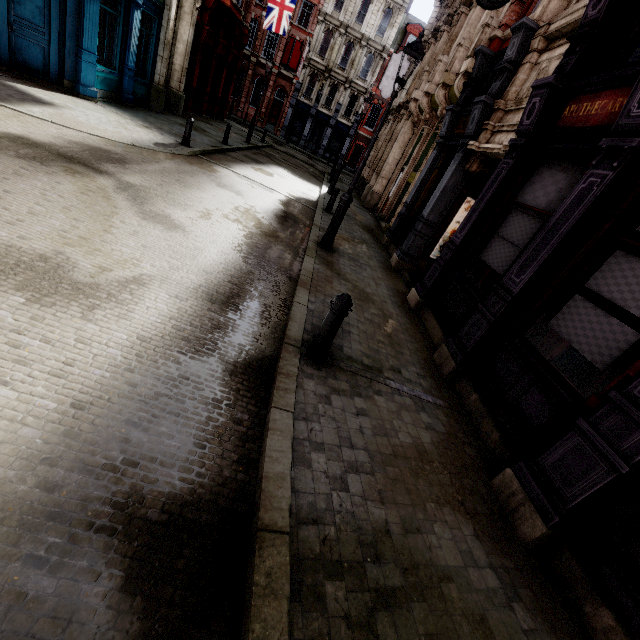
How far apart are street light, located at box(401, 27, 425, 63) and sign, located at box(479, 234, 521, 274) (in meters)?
3.28

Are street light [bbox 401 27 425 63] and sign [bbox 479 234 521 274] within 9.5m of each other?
yes

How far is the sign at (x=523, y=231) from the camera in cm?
529

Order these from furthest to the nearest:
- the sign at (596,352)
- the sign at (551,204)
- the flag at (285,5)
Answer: the flag at (285,5), the sign at (551,204), the sign at (596,352)

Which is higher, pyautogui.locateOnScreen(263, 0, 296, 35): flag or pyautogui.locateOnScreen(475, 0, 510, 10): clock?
pyautogui.locateOnScreen(263, 0, 296, 35): flag

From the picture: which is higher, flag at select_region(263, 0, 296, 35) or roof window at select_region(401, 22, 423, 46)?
roof window at select_region(401, 22, 423, 46)

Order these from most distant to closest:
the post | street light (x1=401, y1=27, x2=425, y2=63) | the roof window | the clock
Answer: the roof window
the clock
street light (x1=401, y1=27, x2=425, y2=63)
the post

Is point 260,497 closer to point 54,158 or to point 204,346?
point 204,346
